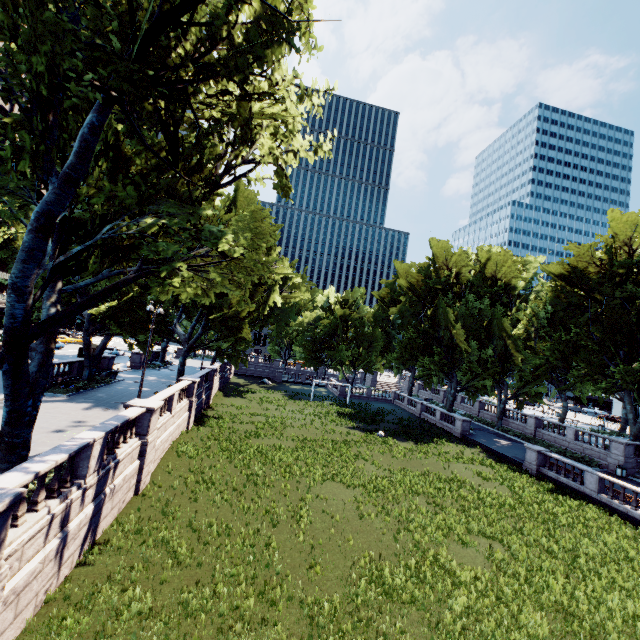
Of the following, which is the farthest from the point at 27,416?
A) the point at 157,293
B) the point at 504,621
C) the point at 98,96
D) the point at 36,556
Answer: the point at 504,621
